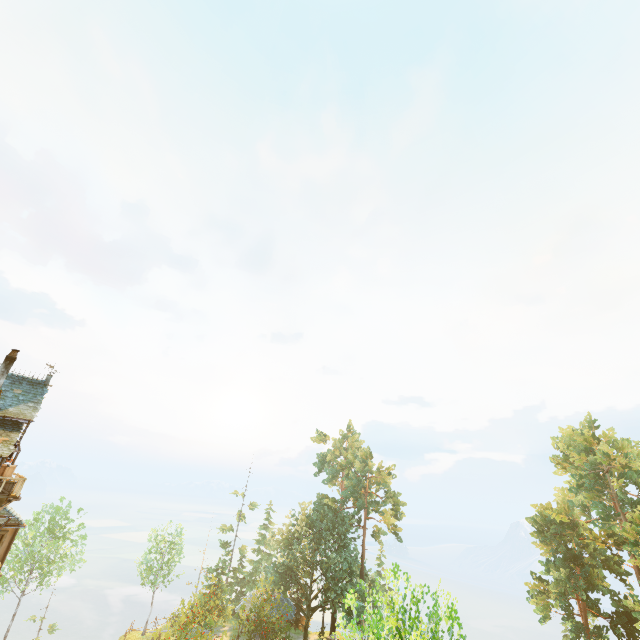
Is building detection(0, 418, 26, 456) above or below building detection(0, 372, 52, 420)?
below

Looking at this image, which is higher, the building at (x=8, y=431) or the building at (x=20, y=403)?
the building at (x=20, y=403)

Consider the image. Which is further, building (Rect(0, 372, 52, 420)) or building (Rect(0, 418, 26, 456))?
building (Rect(0, 372, 52, 420))

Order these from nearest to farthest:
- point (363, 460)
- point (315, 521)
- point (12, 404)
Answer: point (12, 404) → point (315, 521) → point (363, 460)

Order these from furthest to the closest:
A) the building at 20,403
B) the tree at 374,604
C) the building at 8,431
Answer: the building at 20,403
the building at 8,431
the tree at 374,604

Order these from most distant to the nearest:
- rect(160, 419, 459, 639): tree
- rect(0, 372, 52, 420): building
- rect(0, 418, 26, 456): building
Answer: rect(0, 372, 52, 420): building < rect(0, 418, 26, 456): building < rect(160, 419, 459, 639): tree

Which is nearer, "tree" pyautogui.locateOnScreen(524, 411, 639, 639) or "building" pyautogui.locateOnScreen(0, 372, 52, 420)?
"building" pyautogui.locateOnScreen(0, 372, 52, 420)
